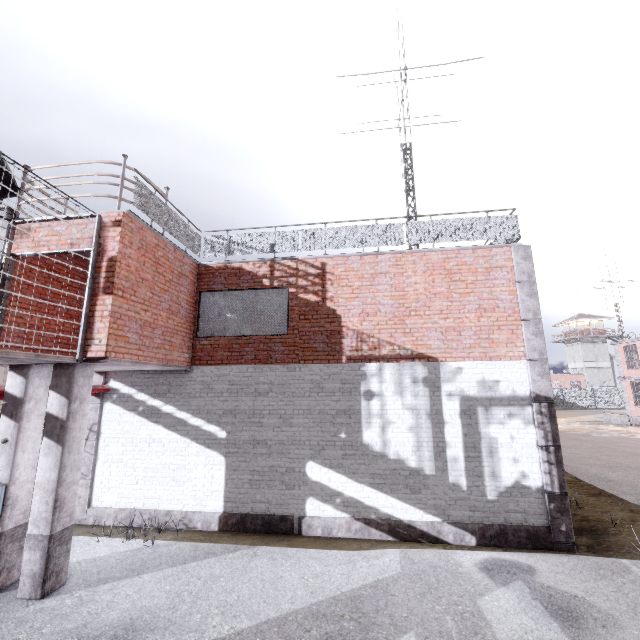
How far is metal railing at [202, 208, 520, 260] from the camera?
8.7m

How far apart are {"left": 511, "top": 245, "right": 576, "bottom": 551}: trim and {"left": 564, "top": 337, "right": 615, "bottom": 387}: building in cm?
5775

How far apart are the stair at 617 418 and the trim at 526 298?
28.7 meters

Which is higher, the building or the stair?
the building

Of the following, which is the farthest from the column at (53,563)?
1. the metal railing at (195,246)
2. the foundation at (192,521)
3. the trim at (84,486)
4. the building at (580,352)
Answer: the building at (580,352)

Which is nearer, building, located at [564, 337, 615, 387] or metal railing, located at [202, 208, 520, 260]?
metal railing, located at [202, 208, 520, 260]

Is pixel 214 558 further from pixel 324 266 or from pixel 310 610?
pixel 324 266

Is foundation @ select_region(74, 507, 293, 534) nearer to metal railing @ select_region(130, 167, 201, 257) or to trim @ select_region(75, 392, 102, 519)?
trim @ select_region(75, 392, 102, 519)
